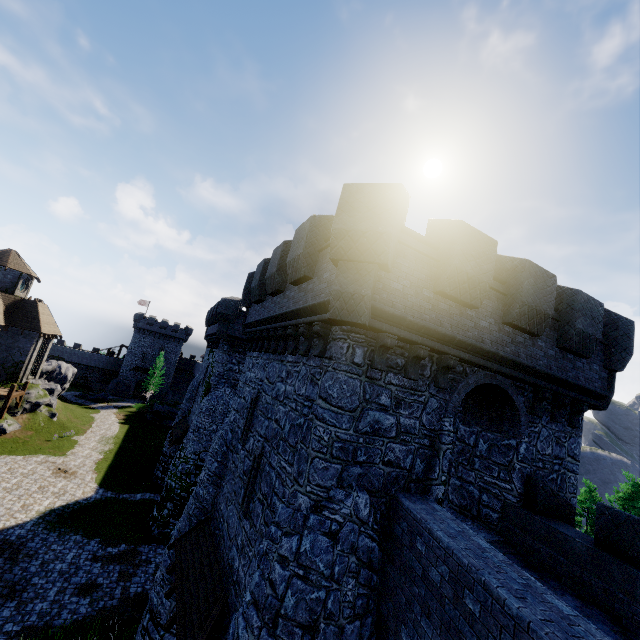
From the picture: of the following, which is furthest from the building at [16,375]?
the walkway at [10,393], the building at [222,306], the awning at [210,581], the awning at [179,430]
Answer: the awning at [210,581]

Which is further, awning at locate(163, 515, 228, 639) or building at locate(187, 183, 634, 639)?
awning at locate(163, 515, 228, 639)

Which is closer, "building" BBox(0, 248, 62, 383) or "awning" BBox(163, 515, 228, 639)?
"awning" BBox(163, 515, 228, 639)

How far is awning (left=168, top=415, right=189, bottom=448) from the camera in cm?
2504

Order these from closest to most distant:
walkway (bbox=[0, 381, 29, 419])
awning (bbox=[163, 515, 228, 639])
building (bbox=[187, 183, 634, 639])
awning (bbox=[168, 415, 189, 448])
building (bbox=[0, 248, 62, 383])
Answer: building (bbox=[187, 183, 634, 639]) < awning (bbox=[163, 515, 228, 639]) < awning (bbox=[168, 415, 189, 448]) < walkway (bbox=[0, 381, 29, 419]) < building (bbox=[0, 248, 62, 383])

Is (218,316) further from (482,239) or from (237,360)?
(482,239)

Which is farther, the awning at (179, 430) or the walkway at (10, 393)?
the walkway at (10, 393)

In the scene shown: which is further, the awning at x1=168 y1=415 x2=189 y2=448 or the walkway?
the walkway
